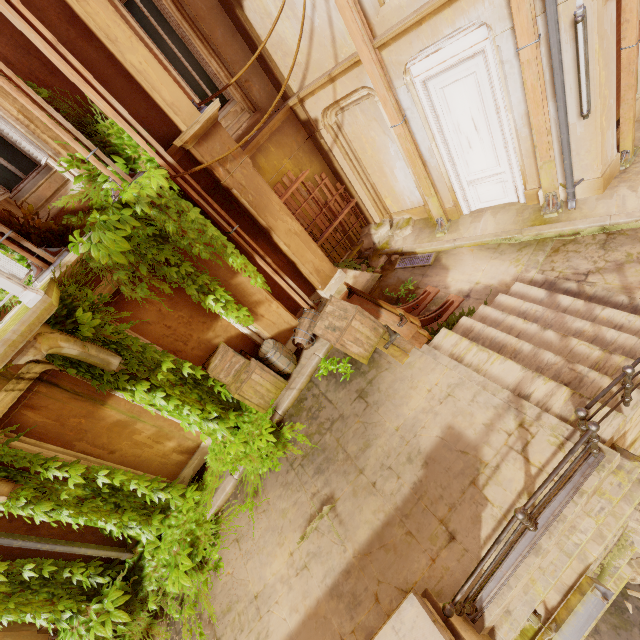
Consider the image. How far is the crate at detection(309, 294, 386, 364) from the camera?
5.8m

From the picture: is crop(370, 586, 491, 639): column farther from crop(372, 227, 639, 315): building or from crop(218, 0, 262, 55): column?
crop(218, 0, 262, 55): column

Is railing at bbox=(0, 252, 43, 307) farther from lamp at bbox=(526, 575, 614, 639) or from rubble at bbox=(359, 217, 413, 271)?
rubble at bbox=(359, 217, 413, 271)

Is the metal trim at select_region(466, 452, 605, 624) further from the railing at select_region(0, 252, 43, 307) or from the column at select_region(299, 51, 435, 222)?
the column at select_region(299, 51, 435, 222)

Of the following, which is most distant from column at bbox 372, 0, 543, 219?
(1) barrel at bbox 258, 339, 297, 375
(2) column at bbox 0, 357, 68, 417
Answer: (2) column at bbox 0, 357, 68, 417

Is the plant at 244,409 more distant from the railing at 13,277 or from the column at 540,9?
the column at 540,9

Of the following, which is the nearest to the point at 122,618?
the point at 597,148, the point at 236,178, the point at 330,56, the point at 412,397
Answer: the point at 412,397

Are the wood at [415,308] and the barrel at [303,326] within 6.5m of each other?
yes
